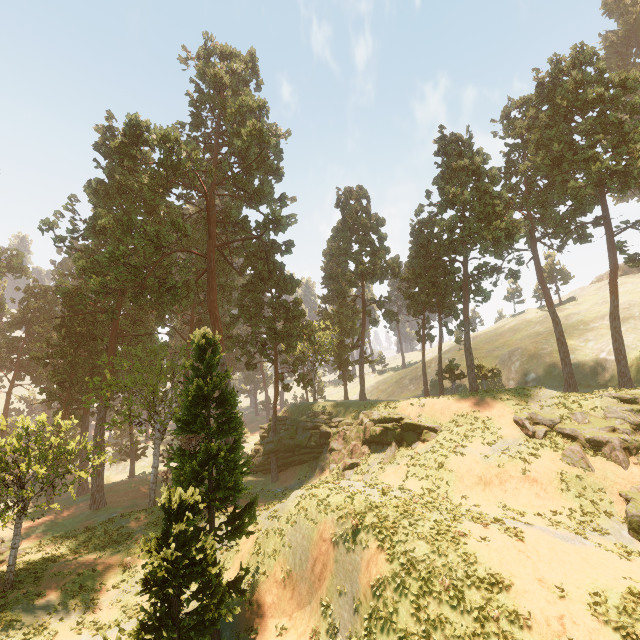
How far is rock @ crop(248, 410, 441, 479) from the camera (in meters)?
28.75

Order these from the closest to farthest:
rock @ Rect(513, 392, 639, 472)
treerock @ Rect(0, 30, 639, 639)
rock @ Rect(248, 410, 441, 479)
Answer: treerock @ Rect(0, 30, 639, 639) → rock @ Rect(513, 392, 639, 472) → rock @ Rect(248, 410, 441, 479)

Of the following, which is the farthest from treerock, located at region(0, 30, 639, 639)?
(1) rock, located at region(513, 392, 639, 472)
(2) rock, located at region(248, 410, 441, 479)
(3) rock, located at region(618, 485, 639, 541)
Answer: (3) rock, located at region(618, 485, 639, 541)

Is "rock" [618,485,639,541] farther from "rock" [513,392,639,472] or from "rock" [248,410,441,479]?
"rock" [248,410,441,479]

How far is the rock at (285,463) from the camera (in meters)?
28.75

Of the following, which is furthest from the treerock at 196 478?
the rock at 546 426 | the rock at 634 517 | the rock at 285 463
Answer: the rock at 634 517

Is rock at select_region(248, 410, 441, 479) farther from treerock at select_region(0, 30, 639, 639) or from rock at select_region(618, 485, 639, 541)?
rock at select_region(618, 485, 639, 541)

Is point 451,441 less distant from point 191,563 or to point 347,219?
point 191,563
